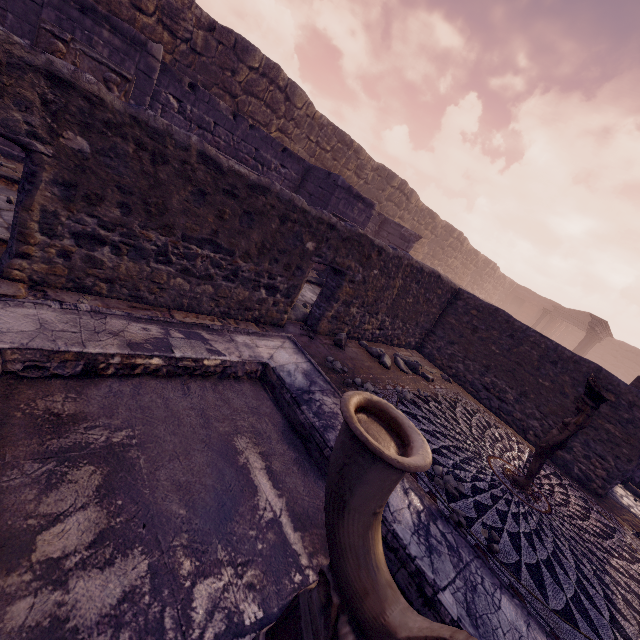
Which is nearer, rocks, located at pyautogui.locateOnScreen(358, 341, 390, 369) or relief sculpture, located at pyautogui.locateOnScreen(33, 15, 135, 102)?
relief sculpture, located at pyautogui.locateOnScreen(33, 15, 135, 102)

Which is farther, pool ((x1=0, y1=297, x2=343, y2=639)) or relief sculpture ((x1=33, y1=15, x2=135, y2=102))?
relief sculpture ((x1=33, y1=15, x2=135, y2=102))

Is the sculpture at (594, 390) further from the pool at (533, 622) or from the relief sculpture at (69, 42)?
the relief sculpture at (69, 42)

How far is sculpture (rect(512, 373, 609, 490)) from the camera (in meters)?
3.93

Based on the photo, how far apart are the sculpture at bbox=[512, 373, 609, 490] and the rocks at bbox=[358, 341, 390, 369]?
2.44m

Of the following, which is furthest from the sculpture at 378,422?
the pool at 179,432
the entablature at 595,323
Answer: the entablature at 595,323

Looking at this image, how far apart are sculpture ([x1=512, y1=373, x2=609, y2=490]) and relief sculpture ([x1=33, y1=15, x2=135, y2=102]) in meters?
8.5 m

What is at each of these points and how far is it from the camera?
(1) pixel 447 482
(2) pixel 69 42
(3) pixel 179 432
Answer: (1) stone, 3.4m
(2) relief sculpture, 5.0m
(3) pool, 2.4m
